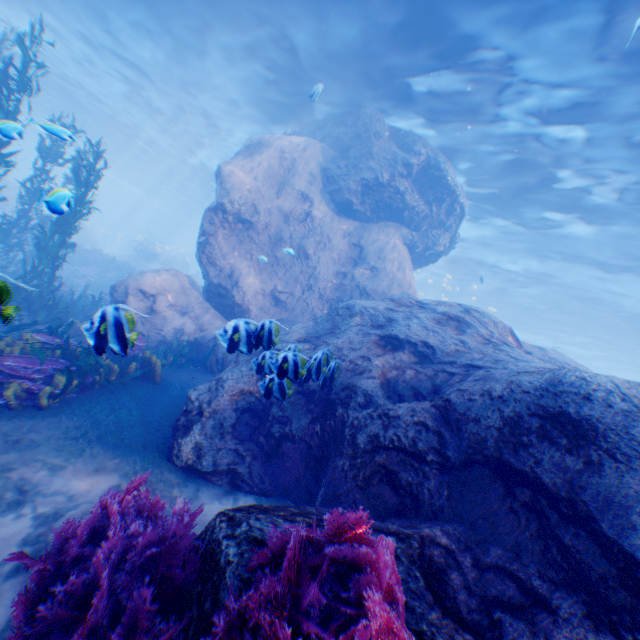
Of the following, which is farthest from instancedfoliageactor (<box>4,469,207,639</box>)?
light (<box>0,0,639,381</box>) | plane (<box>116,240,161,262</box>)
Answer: light (<box>0,0,639,381</box>)

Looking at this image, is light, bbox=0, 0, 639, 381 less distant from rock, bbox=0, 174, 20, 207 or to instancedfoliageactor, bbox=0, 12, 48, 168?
rock, bbox=0, 174, 20, 207

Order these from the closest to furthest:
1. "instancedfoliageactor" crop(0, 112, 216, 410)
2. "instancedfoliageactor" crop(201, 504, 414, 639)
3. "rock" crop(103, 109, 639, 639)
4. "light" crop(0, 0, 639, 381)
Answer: "instancedfoliageactor" crop(201, 504, 414, 639) → "rock" crop(103, 109, 639, 639) → "instancedfoliageactor" crop(0, 112, 216, 410) → "light" crop(0, 0, 639, 381)

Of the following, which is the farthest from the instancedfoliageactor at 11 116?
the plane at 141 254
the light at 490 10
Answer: the light at 490 10

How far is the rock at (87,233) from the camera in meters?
31.8 m

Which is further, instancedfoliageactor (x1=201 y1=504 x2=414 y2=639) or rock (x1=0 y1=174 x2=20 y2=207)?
rock (x1=0 y1=174 x2=20 y2=207)

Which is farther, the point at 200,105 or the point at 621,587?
the point at 200,105
